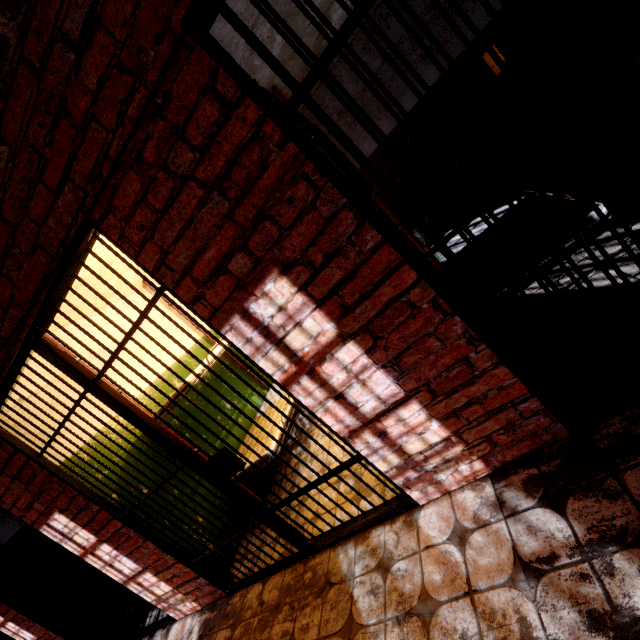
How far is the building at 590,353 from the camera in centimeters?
160cm

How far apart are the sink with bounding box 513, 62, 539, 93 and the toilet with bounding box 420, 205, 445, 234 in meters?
1.2 m

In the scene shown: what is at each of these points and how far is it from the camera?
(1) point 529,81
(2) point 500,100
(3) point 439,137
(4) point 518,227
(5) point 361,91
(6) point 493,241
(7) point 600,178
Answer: (1) sink, 3.43m
(2) sink, 3.70m
(3) building, 4.16m
(4) bed, 2.33m
(5) building, 4.11m
(6) bed, 2.49m
(7) building, 3.02m

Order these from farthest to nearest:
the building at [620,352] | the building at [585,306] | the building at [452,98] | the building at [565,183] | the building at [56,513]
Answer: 1. the building at [452,98]
2. the building at [565,183]
3. the building at [56,513]
4. the building at [585,306]
5. the building at [620,352]

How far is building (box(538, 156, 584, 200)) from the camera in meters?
3.2 m

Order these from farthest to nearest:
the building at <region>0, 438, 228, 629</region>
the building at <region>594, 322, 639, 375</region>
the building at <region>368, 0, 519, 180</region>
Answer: the building at <region>368, 0, 519, 180</region>, the building at <region>0, 438, 228, 629</region>, the building at <region>594, 322, 639, 375</region>

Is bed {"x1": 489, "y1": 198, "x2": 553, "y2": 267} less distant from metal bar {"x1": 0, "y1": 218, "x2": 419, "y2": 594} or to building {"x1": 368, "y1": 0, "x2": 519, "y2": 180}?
building {"x1": 368, "y1": 0, "x2": 519, "y2": 180}
